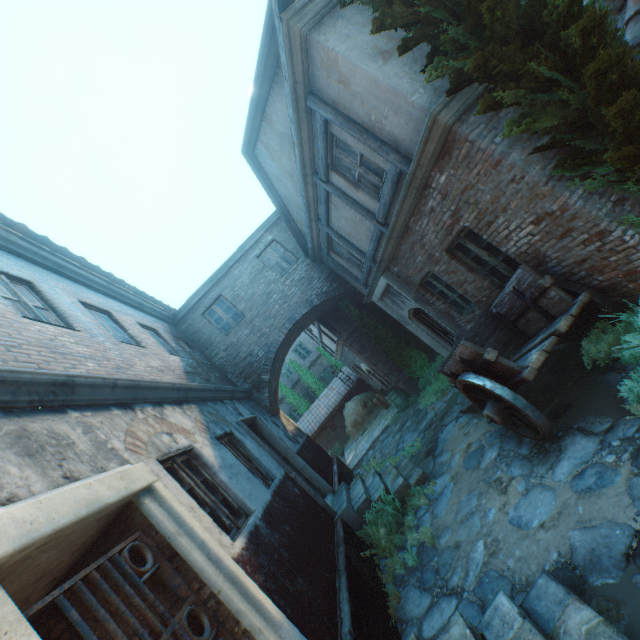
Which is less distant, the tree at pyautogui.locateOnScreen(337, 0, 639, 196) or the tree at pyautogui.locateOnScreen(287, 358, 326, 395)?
the tree at pyautogui.locateOnScreen(337, 0, 639, 196)

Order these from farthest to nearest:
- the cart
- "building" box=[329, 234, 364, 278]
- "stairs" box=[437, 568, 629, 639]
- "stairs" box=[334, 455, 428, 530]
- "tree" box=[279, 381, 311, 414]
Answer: "tree" box=[279, 381, 311, 414], "building" box=[329, 234, 364, 278], "stairs" box=[334, 455, 428, 530], the cart, "stairs" box=[437, 568, 629, 639]

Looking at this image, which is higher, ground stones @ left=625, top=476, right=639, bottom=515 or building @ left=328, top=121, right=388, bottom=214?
building @ left=328, top=121, right=388, bottom=214

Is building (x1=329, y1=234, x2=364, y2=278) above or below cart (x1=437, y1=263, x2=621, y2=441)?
above

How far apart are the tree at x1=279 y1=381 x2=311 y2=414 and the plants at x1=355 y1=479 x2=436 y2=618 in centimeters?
1694cm

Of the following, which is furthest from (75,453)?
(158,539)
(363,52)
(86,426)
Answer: (363,52)

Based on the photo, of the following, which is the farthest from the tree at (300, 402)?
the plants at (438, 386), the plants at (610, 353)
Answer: the plants at (610, 353)

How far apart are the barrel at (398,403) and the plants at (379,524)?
6.5 meters
